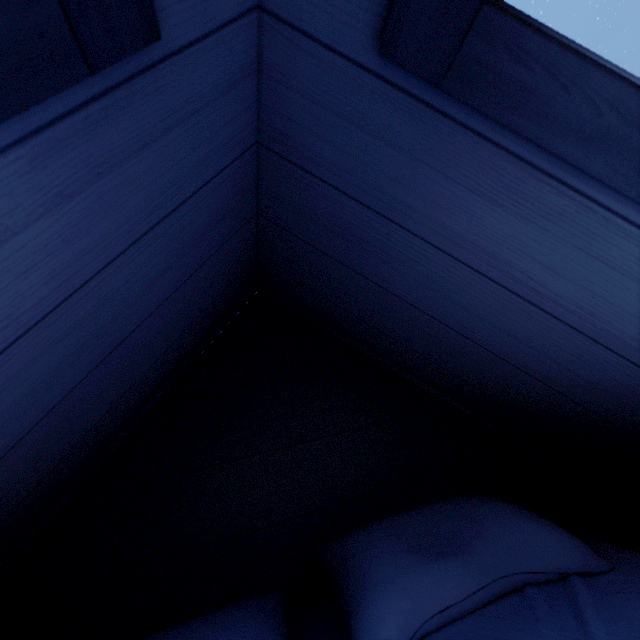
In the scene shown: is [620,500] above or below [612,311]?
below
